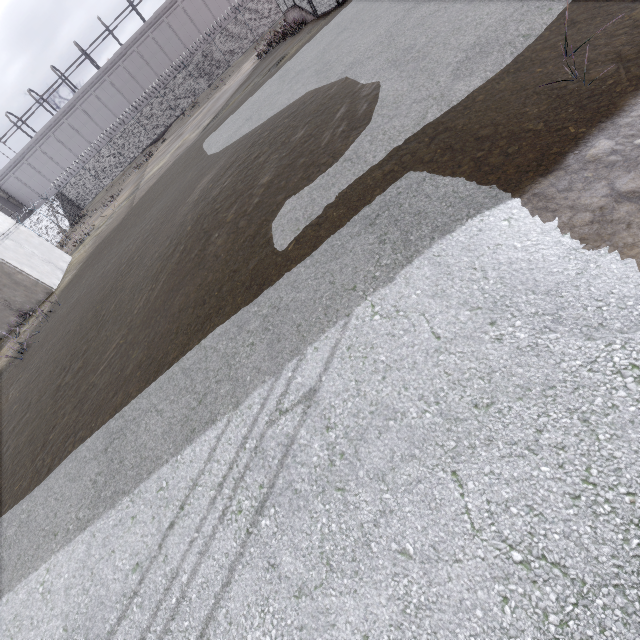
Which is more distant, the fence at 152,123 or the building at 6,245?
the fence at 152,123

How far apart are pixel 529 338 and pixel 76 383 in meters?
8.5

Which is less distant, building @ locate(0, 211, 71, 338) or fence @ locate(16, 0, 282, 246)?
building @ locate(0, 211, 71, 338)
